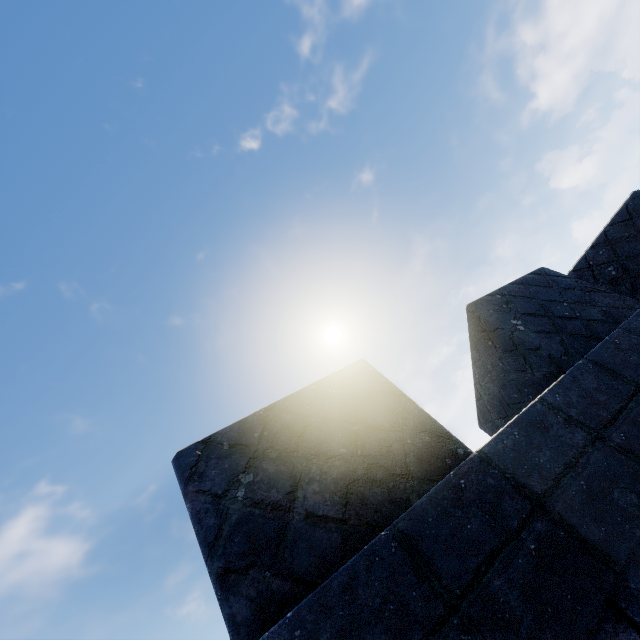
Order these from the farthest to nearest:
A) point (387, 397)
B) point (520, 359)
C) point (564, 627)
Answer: point (520, 359) → point (387, 397) → point (564, 627)
